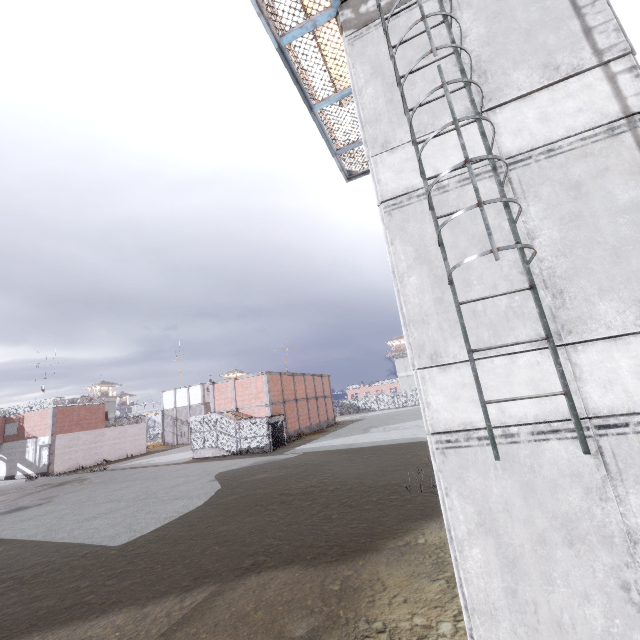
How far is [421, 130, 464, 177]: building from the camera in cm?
542

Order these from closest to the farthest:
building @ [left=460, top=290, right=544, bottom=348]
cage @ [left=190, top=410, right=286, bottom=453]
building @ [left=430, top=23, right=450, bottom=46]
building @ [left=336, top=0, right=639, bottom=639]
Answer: building @ [left=336, top=0, right=639, bottom=639]
building @ [left=460, top=290, right=544, bottom=348]
building @ [left=430, top=23, right=450, bottom=46]
cage @ [left=190, top=410, right=286, bottom=453]

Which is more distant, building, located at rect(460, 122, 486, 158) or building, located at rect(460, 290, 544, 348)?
building, located at rect(460, 122, 486, 158)

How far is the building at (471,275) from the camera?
4.76m

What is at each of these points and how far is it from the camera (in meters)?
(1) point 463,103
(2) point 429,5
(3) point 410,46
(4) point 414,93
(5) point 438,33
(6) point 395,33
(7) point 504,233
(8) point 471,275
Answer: (1) building, 5.52
(2) building, 6.11
(3) building, 6.11
(4) building, 5.91
(5) building, 5.93
(6) building, 6.29
(7) building, 4.91
(8) building, 4.99

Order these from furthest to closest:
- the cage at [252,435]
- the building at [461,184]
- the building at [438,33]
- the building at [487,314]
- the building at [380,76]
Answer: the cage at [252,435] → the building at [438,33] → the building at [461,184] → the building at [487,314] → the building at [380,76]
